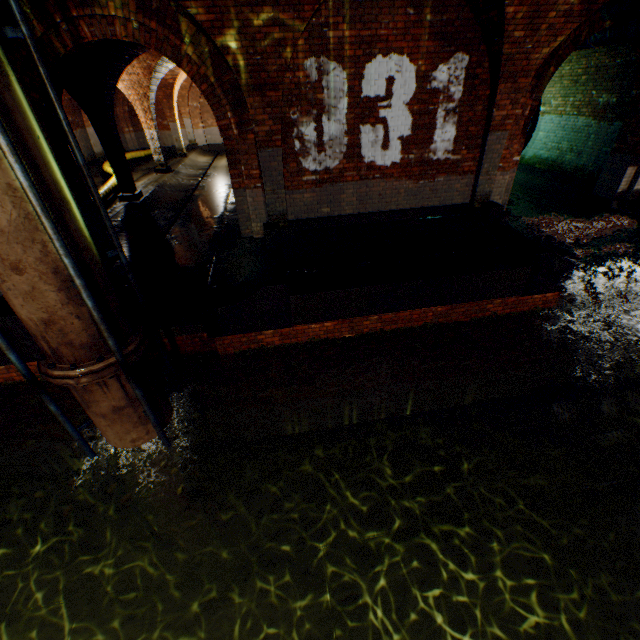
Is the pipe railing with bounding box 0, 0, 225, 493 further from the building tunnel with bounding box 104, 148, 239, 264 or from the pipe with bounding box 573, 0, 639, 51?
the pipe with bounding box 573, 0, 639, 51

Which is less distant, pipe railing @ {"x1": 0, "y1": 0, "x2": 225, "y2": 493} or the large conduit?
pipe railing @ {"x1": 0, "y1": 0, "x2": 225, "y2": 493}

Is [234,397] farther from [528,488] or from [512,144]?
[512,144]

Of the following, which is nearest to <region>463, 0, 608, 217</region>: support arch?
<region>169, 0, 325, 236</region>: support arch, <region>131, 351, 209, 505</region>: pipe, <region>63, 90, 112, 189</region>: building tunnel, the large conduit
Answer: <region>169, 0, 325, 236</region>: support arch

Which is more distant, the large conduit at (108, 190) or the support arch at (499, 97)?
the large conduit at (108, 190)

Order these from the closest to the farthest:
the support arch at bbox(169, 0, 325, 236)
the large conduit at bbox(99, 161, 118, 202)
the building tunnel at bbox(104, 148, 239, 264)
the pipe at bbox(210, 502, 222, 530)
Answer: the support arch at bbox(169, 0, 325, 236), the pipe at bbox(210, 502, 222, 530), the building tunnel at bbox(104, 148, 239, 264), the large conduit at bbox(99, 161, 118, 202)

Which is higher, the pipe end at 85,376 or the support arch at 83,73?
the support arch at 83,73

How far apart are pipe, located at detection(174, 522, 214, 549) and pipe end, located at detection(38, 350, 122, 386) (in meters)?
4.23
